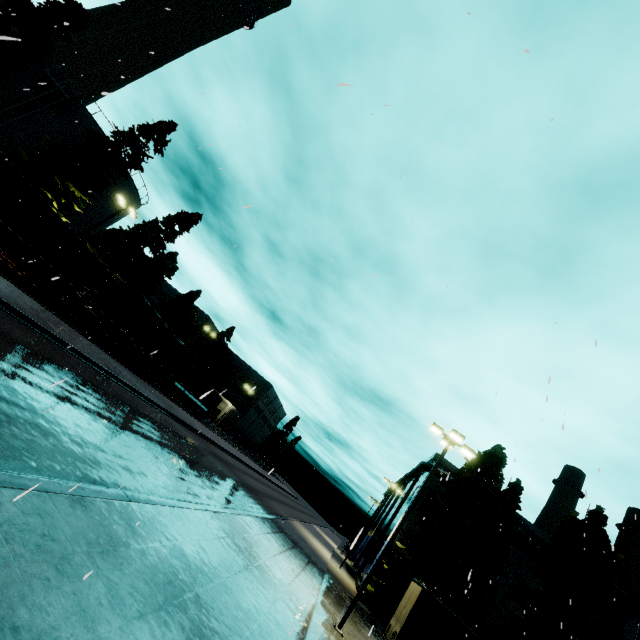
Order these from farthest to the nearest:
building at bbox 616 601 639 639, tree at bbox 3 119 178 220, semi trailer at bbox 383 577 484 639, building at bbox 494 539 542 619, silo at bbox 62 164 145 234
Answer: silo at bbox 62 164 145 234 < building at bbox 494 539 542 619 < building at bbox 616 601 639 639 < tree at bbox 3 119 178 220 < semi trailer at bbox 383 577 484 639

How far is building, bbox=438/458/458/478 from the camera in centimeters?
3631cm

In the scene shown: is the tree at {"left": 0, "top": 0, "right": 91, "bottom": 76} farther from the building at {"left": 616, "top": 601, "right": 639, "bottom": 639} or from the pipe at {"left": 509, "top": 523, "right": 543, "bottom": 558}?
the pipe at {"left": 509, "top": 523, "right": 543, "bottom": 558}

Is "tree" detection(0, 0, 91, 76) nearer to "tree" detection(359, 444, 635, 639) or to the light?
"tree" detection(359, 444, 635, 639)

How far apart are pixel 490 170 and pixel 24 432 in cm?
1137

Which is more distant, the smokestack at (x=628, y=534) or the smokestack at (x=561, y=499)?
the smokestack at (x=561, y=499)

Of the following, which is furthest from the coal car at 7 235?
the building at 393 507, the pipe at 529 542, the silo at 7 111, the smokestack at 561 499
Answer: the smokestack at 561 499
